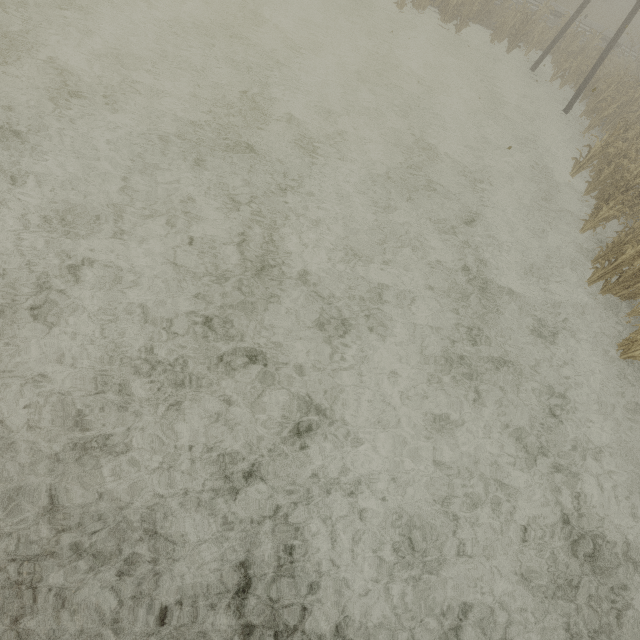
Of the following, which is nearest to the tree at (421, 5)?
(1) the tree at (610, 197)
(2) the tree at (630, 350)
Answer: (1) the tree at (610, 197)

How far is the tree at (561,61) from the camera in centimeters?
1583cm

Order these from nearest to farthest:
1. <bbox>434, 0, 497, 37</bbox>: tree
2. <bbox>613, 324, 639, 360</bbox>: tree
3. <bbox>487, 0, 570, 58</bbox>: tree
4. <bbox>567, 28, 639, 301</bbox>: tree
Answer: <bbox>613, 324, 639, 360</bbox>: tree, <bbox>567, 28, 639, 301</bbox>: tree, <bbox>434, 0, 497, 37</bbox>: tree, <bbox>487, 0, 570, 58</bbox>: tree

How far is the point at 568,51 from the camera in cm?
1719

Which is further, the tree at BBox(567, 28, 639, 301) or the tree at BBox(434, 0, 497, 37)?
the tree at BBox(434, 0, 497, 37)

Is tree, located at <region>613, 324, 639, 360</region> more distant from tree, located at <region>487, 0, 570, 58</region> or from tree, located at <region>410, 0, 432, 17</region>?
tree, located at <region>410, 0, 432, 17</region>

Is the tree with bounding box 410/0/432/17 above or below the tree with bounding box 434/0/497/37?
below

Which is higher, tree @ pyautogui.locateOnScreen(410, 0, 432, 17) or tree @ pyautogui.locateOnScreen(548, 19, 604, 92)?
tree @ pyautogui.locateOnScreen(548, 19, 604, 92)
